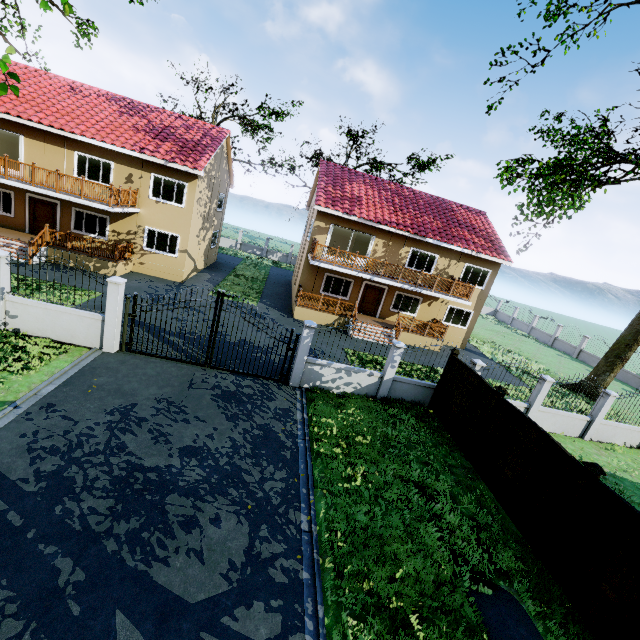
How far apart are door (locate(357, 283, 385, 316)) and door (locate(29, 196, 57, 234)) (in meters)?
18.62

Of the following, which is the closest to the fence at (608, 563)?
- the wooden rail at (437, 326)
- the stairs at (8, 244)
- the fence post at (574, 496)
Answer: the fence post at (574, 496)

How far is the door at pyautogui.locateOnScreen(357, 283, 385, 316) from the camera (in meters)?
21.55

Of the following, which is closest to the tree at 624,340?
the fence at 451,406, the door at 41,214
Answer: the door at 41,214

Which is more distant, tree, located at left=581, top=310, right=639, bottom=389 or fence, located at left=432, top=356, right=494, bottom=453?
tree, located at left=581, top=310, right=639, bottom=389

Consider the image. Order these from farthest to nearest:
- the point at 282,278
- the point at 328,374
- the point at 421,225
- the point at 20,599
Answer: the point at 282,278, the point at 421,225, the point at 328,374, the point at 20,599

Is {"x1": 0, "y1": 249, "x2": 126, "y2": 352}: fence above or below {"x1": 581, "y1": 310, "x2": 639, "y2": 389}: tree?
below

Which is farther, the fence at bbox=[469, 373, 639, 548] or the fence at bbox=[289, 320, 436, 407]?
the fence at bbox=[289, 320, 436, 407]
